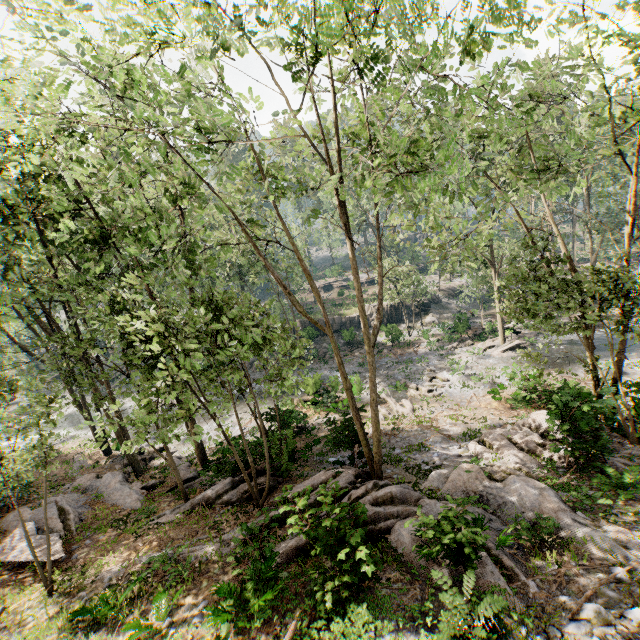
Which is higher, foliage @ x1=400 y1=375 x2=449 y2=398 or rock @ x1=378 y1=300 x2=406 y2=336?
rock @ x1=378 y1=300 x2=406 y2=336

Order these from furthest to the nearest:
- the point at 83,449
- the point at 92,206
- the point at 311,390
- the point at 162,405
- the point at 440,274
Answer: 1. the point at 440,274
2. the point at 83,449
3. the point at 311,390
4. the point at 92,206
5. the point at 162,405

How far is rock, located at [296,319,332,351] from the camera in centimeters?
3712cm

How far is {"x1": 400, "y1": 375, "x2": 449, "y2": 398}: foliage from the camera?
23.2 meters

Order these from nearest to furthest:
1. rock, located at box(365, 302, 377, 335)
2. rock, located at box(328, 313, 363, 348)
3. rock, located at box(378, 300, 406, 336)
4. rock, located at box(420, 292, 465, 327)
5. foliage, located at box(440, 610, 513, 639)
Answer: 1. foliage, located at box(440, 610, 513, 639)
2. rock, located at box(378, 300, 406, 336)
3. rock, located at box(328, 313, 363, 348)
4. rock, located at box(420, 292, 465, 327)
5. rock, located at box(365, 302, 377, 335)

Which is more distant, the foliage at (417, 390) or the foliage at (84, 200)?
the foliage at (417, 390)

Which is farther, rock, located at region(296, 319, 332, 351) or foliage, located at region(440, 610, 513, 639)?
rock, located at region(296, 319, 332, 351)
